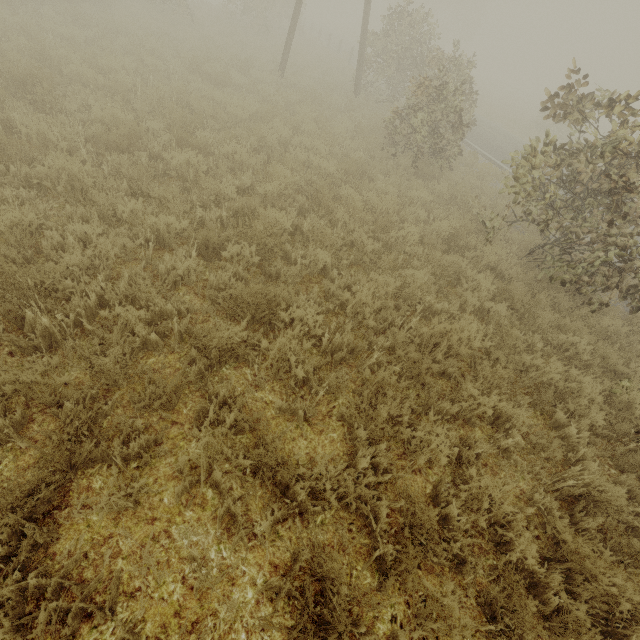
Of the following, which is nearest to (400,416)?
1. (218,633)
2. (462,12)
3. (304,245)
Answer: (218,633)
